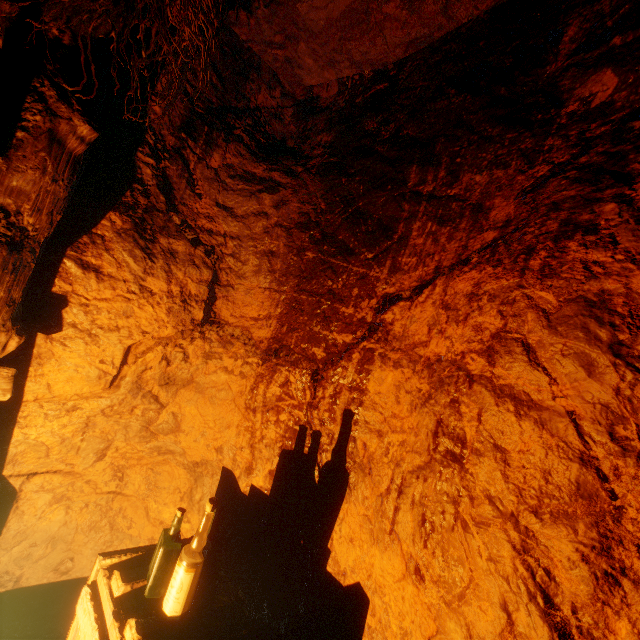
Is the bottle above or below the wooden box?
above

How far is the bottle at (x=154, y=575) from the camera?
1.3m

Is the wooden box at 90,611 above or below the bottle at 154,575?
below

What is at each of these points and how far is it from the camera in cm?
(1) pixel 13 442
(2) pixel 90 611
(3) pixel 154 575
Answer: (1) z, 201
(2) wooden box, 136
(3) bottle, 139

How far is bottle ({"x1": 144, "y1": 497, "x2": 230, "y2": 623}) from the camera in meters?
1.3
